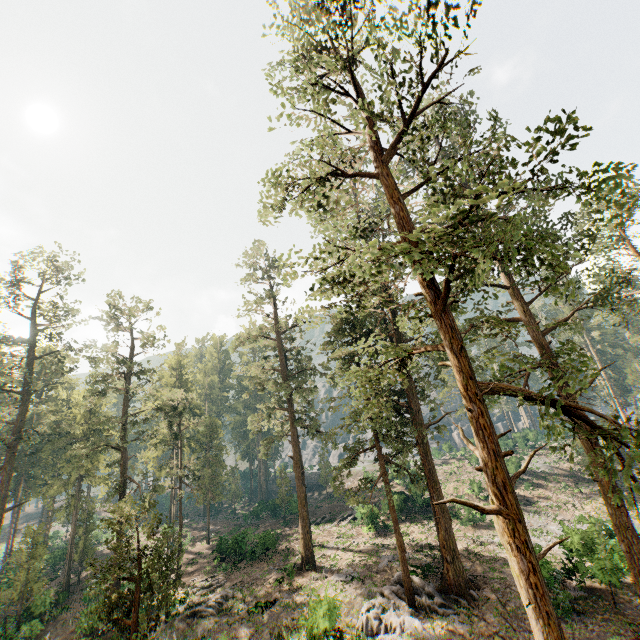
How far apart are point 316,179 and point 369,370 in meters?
9.4

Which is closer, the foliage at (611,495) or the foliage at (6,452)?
the foliage at (611,495)

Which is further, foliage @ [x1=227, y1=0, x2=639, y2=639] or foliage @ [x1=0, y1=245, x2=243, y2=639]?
foliage @ [x1=0, y1=245, x2=243, y2=639]

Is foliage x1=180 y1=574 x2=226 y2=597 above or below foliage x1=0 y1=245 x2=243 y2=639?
below

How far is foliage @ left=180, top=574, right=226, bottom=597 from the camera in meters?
27.5

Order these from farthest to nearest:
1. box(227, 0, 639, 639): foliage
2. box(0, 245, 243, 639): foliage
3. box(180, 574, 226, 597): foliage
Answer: box(180, 574, 226, 597): foliage → box(0, 245, 243, 639): foliage → box(227, 0, 639, 639): foliage

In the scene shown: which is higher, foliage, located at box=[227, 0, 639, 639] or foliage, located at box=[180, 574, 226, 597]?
foliage, located at box=[227, 0, 639, 639]

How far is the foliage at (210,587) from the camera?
27.5m
